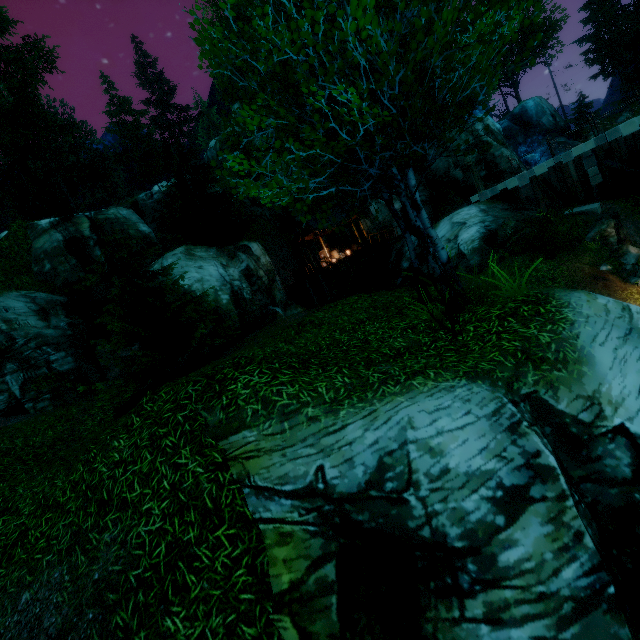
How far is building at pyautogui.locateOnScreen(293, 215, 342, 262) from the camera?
27.2m

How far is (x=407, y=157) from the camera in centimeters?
489cm

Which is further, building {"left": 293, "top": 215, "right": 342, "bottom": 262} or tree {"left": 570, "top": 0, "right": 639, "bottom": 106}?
tree {"left": 570, "top": 0, "right": 639, "bottom": 106}

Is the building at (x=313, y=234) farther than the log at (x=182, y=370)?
Yes

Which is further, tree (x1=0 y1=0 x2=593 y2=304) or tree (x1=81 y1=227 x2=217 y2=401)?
tree (x1=81 y1=227 x2=217 y2=401)

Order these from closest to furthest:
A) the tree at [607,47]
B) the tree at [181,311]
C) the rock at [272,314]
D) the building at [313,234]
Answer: the tree at [181,311] → the rock at [272,314] → the building at [313,234] → the tree at [607,47]

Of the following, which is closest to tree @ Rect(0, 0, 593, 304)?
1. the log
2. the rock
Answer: the log

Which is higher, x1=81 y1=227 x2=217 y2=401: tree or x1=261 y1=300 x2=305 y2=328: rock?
x1=81 y1=227 x2=217 y2=401: tree
